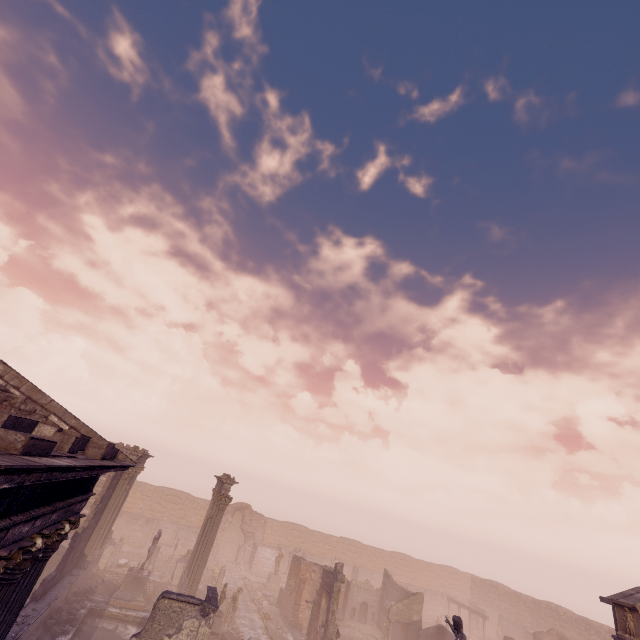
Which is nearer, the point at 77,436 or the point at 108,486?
the point at 77,436

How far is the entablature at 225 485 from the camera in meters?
22.3

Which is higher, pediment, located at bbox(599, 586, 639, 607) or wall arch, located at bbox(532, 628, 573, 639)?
pediment, located at bbox(599, 586, 639, 607)

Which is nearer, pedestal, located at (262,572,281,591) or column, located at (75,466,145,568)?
column, located at (75,466,145,568)

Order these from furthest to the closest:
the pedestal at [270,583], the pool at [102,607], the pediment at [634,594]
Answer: the pedestal at [270,583], the pool at [102,607], the pediment at [634,594]

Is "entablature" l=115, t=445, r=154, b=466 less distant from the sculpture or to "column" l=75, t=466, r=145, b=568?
"column" l=75, t=466, r=145, b=568

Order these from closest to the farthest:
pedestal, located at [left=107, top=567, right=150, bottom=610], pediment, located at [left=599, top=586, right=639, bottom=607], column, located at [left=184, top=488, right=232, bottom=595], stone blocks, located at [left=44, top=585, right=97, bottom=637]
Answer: pediment, located at [left=599, top=586, right=639, bottom=607]
stone blocks, located at [left=44, top=585, right=97, bottom=637]
pedestal, located at [left=107, top=567, right=150, bottom=610]
column, located at [left=184, top=488, right=232, bottom=595]

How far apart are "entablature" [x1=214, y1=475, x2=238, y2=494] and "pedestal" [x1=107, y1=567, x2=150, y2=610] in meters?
5.6
